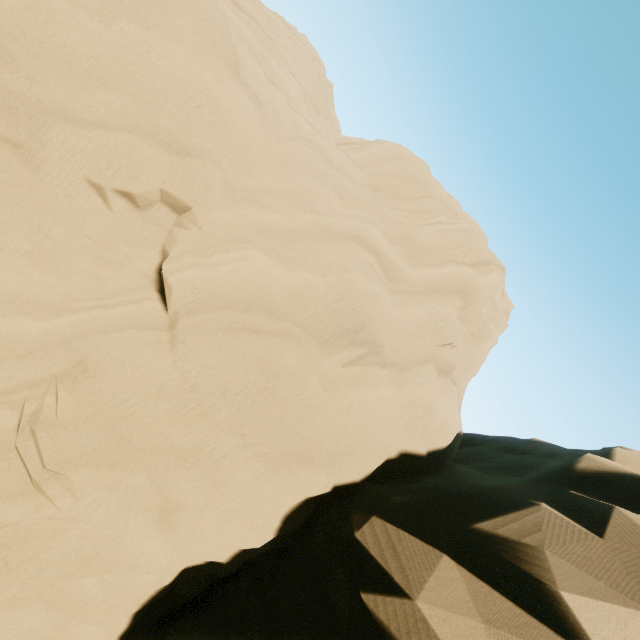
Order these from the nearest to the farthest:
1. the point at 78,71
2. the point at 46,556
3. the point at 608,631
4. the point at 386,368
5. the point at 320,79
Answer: the point at 608,631
the point at 46,556
the point at 78,71
the point at 386,368
the point at 320,79
